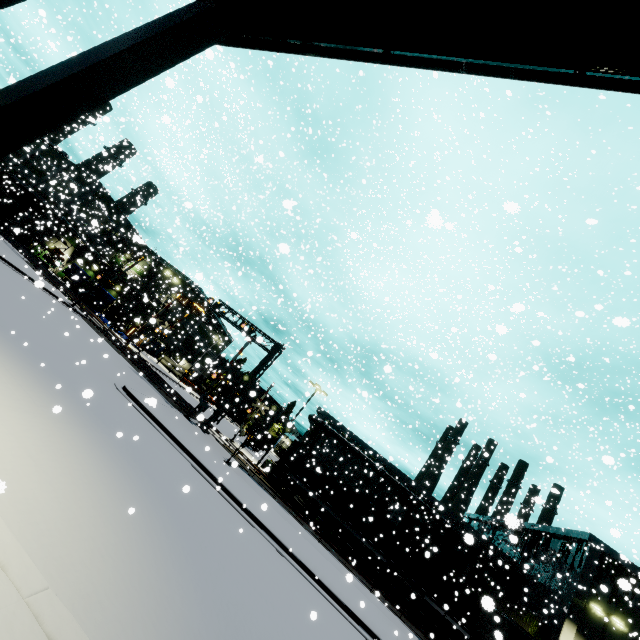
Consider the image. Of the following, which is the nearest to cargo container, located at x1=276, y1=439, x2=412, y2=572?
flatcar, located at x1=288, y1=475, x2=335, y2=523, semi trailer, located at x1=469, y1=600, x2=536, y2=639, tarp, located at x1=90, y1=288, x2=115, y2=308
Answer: flatcar, located at x1=288, y1=475, x2=335, y2=523

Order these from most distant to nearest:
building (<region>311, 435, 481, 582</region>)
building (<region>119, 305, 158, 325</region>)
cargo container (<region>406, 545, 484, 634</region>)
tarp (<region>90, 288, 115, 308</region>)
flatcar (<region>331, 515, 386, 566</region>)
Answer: building (<region>119, 305, 158, 325</region>), tarp (<region>90, 288, 115, 308</region>), building (<region>311, 435, 481, 582</region>), flatcar (<region>331, 515, 386, 566</region>), cargo container (<region>406, 545, 484, 634</region>)

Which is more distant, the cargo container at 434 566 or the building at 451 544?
the building at 451 544

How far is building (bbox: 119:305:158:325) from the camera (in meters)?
43.62

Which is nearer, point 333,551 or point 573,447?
point 333,551

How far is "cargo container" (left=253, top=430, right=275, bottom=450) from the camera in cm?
3691

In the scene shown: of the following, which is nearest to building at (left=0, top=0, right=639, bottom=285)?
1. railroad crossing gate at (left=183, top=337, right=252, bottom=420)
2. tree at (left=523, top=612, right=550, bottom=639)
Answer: tree at (left=523, top=612, right=550, bottom=639)

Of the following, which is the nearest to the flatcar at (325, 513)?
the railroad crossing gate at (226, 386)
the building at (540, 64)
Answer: the building at (540, 64)
